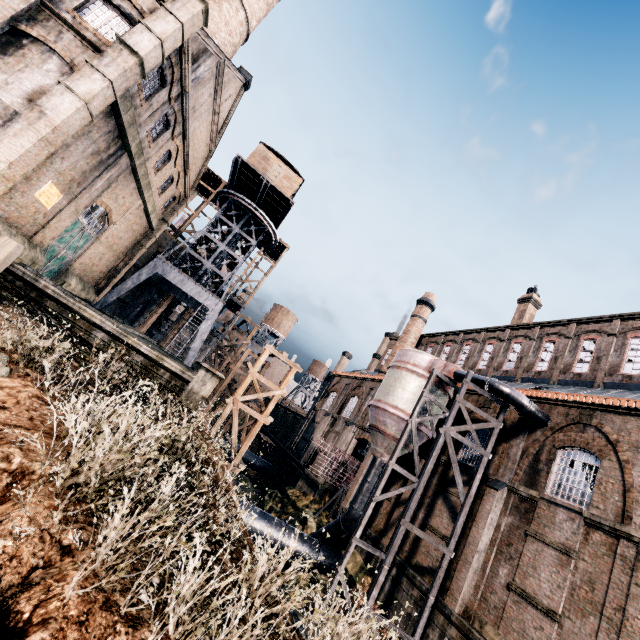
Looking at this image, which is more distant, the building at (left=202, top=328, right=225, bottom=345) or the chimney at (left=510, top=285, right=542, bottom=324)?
the building at (left=202, top=328, right=225, bottom=345)

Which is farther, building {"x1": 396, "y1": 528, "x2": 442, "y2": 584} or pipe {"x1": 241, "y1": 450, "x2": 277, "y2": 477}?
pipe {"x1": 241, "y1": 450, "x2": 277, "y2": 477}

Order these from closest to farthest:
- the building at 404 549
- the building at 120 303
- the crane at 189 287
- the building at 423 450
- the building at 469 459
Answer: the building at 404 549, the building at 469 459, the building at 423 450, the crane at 189 287, the building at 120 303

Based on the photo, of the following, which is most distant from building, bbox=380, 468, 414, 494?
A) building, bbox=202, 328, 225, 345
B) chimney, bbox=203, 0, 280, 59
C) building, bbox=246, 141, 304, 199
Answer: chimney, bbox=203, 0, 280, 59

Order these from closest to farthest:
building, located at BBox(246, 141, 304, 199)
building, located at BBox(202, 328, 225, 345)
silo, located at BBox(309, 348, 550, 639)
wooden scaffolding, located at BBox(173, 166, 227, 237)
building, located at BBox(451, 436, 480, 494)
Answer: silo, located at BBox(309, 348, 550, 639)
building, located at BBox(451, 436, 480, 494)
building, located at BBox(246, 141, 304, 199)
wooden scaffolding, located at BBox(173, 166, 227, 237)
building, located at BBox(202, 328, 225, 345)

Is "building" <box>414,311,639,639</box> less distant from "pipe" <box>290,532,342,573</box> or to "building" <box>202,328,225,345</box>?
"pipe" <box>290,532,342,573</box>

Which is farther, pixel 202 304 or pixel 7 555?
pixel 202 304

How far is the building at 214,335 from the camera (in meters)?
44.47
